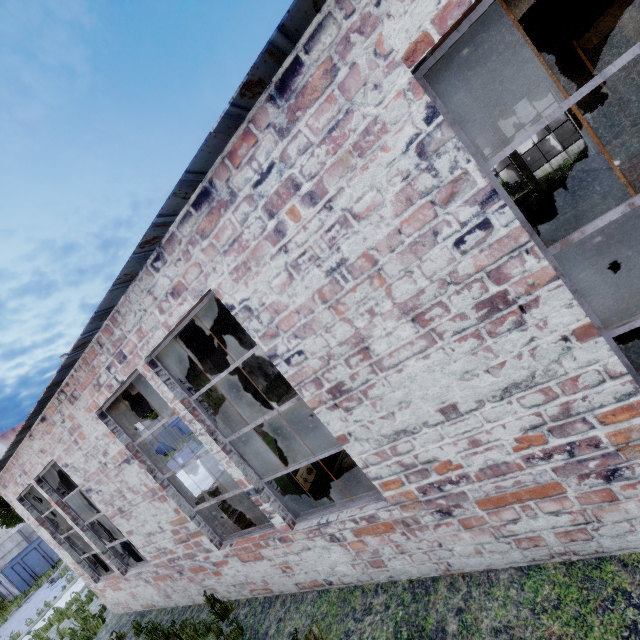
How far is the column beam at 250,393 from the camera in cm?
830

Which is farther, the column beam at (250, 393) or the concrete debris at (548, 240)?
the concrete debris at (548, 240)

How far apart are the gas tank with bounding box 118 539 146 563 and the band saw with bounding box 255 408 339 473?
6.2m

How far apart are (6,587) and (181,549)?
28.4 meters

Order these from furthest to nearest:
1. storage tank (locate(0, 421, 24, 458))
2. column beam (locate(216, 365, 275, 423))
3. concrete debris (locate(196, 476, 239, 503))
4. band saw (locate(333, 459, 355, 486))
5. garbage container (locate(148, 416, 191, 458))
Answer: storage tank (locate(0, 421, 24, 458)) → garbage container (locate(148, 416, 191, 458)) → concrete debris (locate(196, 476, 239, 503)) → column beam (locate(216, 365, 275, 423)) → band saw (locate(333, 459, 355, 486))

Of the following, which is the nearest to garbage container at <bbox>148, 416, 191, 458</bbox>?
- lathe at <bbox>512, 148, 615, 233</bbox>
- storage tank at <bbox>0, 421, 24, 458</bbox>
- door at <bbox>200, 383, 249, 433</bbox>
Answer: door at <bbox>200, 383, 249, 433</bbox>

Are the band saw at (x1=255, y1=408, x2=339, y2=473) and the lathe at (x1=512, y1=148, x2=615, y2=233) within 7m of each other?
no
